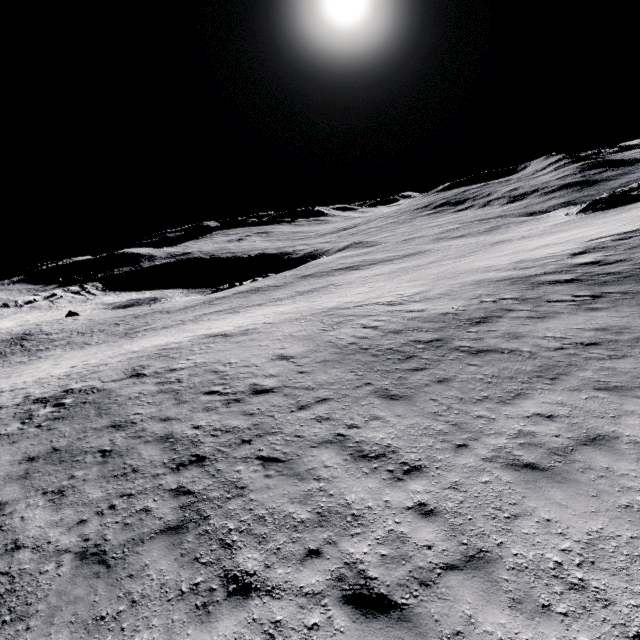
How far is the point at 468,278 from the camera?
22.86m
